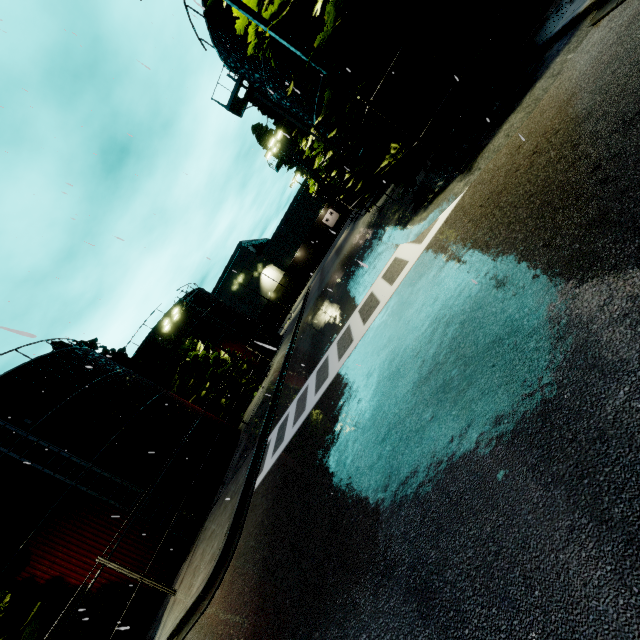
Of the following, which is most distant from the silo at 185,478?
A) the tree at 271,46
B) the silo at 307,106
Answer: the tree at 271,46

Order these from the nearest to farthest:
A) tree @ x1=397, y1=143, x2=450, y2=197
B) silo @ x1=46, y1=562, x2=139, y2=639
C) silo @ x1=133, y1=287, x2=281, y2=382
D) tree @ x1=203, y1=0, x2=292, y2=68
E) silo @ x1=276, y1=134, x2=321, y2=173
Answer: tree @ x1=203, y1=0, x2=292, y2=68 < tree @ x1=397, y1=143, x2=450, y2=197 < silo @ x1=46, y1=562, x2=139, y2=639 < silo @ x1=133, y1=287, x2=281, y2=382 < silo @ x1=276, y1=134, x2=321, y2=173

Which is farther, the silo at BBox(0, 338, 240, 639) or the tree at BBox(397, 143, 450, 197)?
the silo at BBox(0, 338, 240, 639)

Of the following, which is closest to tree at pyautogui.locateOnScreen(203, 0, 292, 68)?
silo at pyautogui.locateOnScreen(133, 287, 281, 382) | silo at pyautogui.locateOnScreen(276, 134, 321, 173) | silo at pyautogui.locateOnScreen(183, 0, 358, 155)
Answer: silo at pyautogui.locateOnScreen(183, 0, 358, 155)

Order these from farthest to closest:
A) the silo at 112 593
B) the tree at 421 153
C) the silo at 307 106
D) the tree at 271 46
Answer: the silo at 307 106
the silo at 112 593
the tree at 421 153
the tree at 271 46

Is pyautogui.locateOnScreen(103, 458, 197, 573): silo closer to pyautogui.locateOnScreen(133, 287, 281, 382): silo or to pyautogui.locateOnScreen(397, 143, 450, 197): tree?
pyautogui.locateOnScreen(133, 287, 281, 382): silo

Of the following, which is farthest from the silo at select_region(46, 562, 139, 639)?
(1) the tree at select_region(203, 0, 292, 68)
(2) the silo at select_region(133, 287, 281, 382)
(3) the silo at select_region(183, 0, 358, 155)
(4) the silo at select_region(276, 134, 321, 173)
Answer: (4) the silo at select_region(276, 134, 321, 173)

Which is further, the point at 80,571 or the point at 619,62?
the point at 80,571
